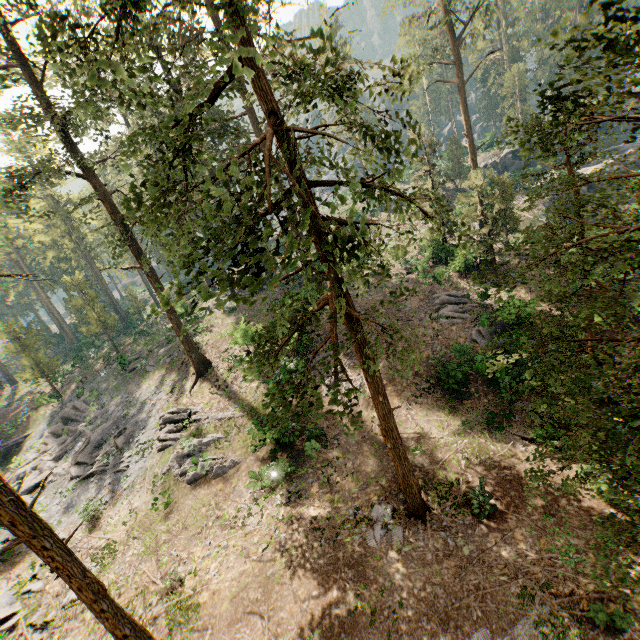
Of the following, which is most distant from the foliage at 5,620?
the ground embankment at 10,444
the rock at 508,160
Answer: the rock at 508,160

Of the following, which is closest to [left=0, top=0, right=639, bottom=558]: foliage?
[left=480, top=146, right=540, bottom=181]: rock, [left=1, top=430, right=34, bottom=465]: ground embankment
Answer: [left=1, top=430, right=34, bottom=465]: ground embankment

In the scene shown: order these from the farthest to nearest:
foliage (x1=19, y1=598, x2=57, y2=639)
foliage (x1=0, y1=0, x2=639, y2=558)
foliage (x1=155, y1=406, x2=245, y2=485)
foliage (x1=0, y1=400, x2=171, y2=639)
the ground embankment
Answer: the ground embankment
foliage (x1=155, y1=406, x2=245, y2=485)
foliage (x1=19, y1=598, x2=57, y2=639)
foliage (x1=0, y1=400, x2=171, y2=639)
foliage (x1=0, y1=0, x2=639, y2=558)

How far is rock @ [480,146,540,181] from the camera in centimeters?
4506cm

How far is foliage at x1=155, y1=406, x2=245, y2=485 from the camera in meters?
20.1 m

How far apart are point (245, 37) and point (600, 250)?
10.00m

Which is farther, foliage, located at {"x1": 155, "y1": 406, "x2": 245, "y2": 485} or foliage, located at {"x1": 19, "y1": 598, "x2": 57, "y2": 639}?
foliage, located at {"x1": 155, "y1": 406, "x2": 245, "y2": 485}

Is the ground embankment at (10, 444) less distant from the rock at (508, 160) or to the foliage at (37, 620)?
the foliage at (37, 620)
